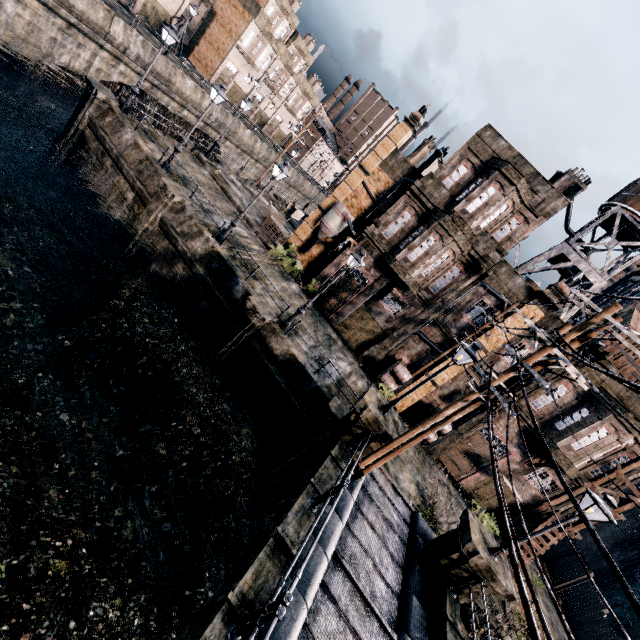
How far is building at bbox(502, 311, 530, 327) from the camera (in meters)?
20.11

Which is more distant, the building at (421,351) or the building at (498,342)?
the building at (421,351)

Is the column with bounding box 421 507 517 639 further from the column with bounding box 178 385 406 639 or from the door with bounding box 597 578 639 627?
the door with bounding box 597 578 639 627

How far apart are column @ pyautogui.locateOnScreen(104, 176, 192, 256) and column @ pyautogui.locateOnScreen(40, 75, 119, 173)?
6.9 meters

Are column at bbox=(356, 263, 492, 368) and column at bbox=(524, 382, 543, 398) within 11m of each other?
yes

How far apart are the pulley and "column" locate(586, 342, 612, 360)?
3.4 meters

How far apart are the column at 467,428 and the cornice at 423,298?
7.53m

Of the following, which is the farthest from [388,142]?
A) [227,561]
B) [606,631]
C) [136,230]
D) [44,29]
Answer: [606,631]
